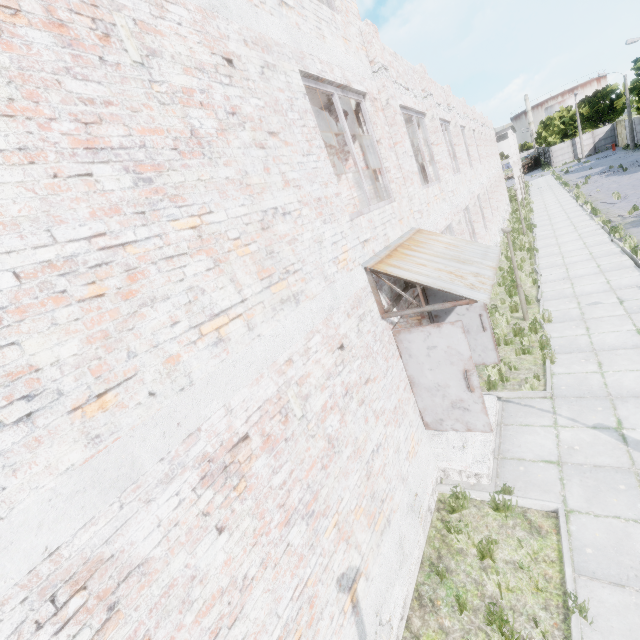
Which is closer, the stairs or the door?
the stairs

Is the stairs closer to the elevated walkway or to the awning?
the awning

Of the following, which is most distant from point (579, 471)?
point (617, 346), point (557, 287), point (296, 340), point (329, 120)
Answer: point (557, 287)

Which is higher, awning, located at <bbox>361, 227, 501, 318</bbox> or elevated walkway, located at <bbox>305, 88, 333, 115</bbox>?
elevated walkway, located at <bbox>305, 88, 333, 115</bbox>

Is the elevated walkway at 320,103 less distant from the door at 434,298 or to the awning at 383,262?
the awning at 383,262

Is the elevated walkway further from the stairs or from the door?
the stairs

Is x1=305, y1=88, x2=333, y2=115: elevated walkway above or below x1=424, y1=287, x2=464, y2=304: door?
above

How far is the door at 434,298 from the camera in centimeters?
723cm
